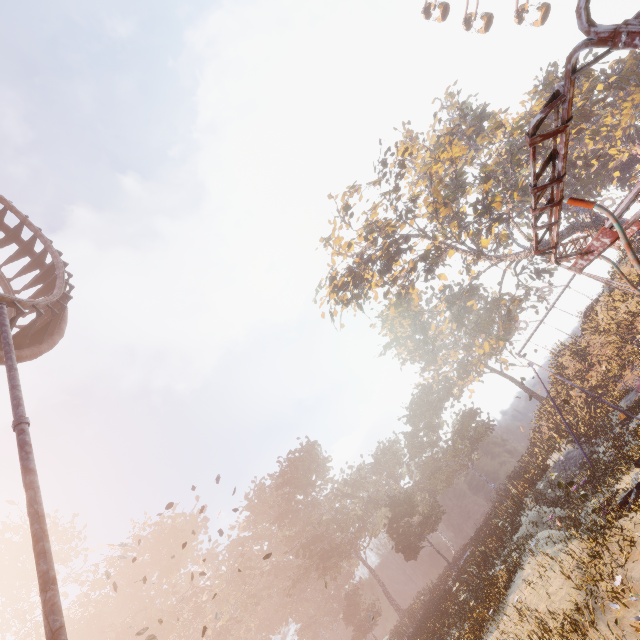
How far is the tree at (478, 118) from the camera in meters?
28.0 m

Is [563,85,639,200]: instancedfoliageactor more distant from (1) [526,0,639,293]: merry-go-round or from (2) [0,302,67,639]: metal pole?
(2) [0,302,67,639]: metal pole

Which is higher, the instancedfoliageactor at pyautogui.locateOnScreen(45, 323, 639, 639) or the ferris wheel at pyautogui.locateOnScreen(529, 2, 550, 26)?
the ferris wheel at pyautogui.locateOnScreen(529, 2, 550, 26)

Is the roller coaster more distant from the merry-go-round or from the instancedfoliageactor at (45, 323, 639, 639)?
the instancedfoliageactor at (45, 323, 639, 639)

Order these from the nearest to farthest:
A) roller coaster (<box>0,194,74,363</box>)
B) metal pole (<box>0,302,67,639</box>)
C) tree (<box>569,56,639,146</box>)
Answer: metal pole (<box>0,302,67,639</box>), roller coaster (<box>0,194,74,363</box>), tree (<box>569,56,639,146</box>)

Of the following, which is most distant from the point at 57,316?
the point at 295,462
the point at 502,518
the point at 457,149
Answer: the point at 295,462

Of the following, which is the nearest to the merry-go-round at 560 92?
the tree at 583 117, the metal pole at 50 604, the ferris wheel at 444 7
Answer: the metal pole at 50 604

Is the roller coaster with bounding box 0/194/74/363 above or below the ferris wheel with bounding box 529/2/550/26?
below
